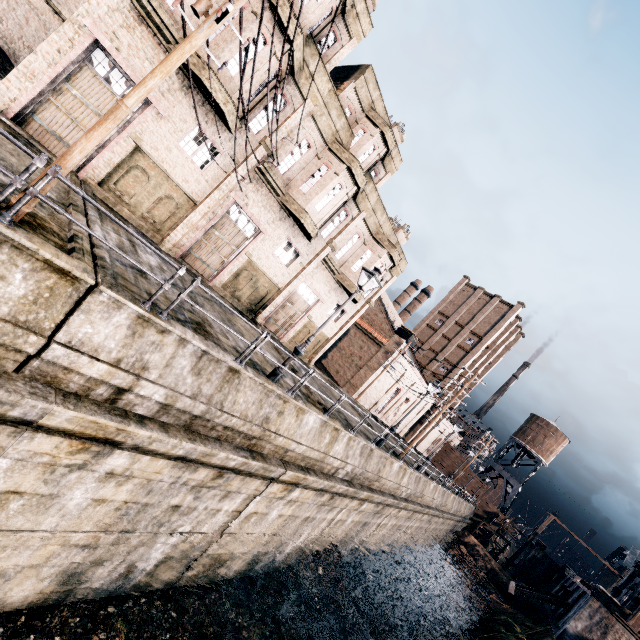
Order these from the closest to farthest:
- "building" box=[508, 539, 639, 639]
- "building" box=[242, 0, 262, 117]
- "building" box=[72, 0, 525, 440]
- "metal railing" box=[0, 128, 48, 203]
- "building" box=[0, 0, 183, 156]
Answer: "metal railing" box=[0, 128, 48, 203] → "building" box=[0, 0, 183, 156] → "building" box=[242, 0, 262, 117] → "building" box=[72, 0, 525, 440] → "building" box=[508, 539, 639, 639]

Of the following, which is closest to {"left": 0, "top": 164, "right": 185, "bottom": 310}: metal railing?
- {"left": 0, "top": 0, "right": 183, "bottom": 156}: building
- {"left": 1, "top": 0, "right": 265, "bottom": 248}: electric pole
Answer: {"left": 1, "top": 0, "right": 265, "bottom": 248}: electric pole

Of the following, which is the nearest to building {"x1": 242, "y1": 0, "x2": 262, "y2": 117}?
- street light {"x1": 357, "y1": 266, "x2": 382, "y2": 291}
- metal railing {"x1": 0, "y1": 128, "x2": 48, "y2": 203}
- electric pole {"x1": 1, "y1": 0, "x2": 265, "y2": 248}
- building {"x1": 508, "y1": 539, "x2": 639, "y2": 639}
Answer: electric pole {"x1": 1, "y1": 0, "x2": 265, "y2": 248}

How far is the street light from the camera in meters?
11.8

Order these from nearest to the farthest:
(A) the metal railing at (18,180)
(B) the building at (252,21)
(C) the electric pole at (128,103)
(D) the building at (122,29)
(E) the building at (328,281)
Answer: (A) the metal railing at (18,180) < (C) the electric pole at (128,103) < (D) the building at (122,29) < (B) the building at (252,21) < (E) the building at (328,281)

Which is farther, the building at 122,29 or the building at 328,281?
the building at 328,281

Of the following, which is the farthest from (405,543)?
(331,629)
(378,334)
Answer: (378,334)

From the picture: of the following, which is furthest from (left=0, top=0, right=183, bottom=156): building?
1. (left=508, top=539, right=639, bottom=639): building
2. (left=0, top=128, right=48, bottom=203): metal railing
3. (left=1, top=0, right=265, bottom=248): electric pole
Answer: (left=508, top=539, right=639, bottom=639): building
